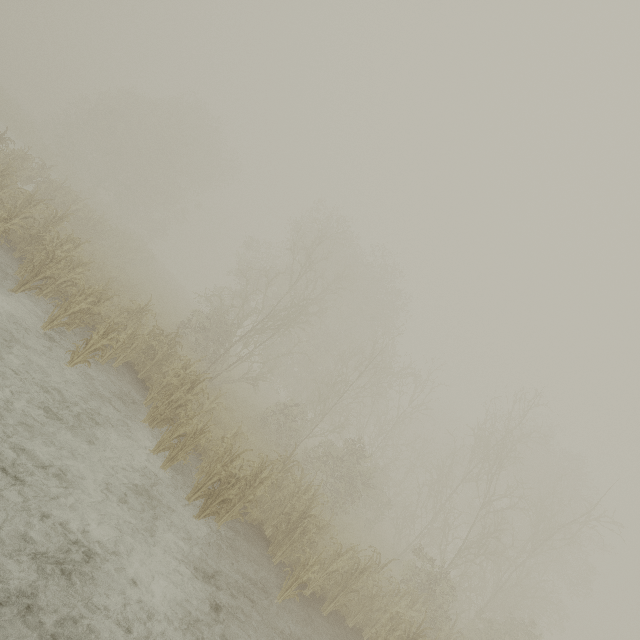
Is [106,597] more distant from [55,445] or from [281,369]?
[281,369]
